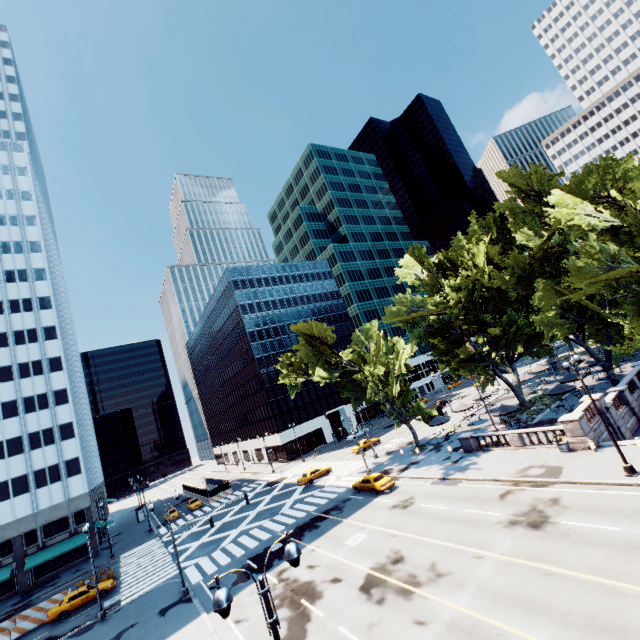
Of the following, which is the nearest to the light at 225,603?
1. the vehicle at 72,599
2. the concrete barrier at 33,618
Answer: the vehicle at 72,599

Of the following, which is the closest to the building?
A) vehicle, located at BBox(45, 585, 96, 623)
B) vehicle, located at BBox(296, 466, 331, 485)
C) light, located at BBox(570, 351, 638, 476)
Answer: vehicle, located at BBox(45, 585, 96, 623)

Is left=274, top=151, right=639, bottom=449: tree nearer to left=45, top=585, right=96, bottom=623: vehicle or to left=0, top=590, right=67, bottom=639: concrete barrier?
left=45, top=585, right=96, bottom=623: vehicle

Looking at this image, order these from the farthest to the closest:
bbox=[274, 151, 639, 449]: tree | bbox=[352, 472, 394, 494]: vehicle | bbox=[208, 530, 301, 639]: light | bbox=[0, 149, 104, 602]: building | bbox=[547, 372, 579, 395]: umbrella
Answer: bbox=[0, 149, 104, 602]: building
bbox=[547, 372, 579, 395]: umbrella
bbox=[352, 472, 394, 494]: vehicle
bbox=[274, 151, 639, 449]: tree
bbox=[208, 530, 301, 639]: light

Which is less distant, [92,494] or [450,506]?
[450,506]

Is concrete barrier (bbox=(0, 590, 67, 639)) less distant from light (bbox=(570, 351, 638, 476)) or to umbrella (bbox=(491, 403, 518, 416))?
umbrella (bbox=(491, 403, 518, 416))

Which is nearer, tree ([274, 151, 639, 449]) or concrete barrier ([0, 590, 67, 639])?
tree ([274, 151, 639, 449])

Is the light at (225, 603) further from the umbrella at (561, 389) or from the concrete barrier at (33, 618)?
the concrete barrier at (33, 618)
